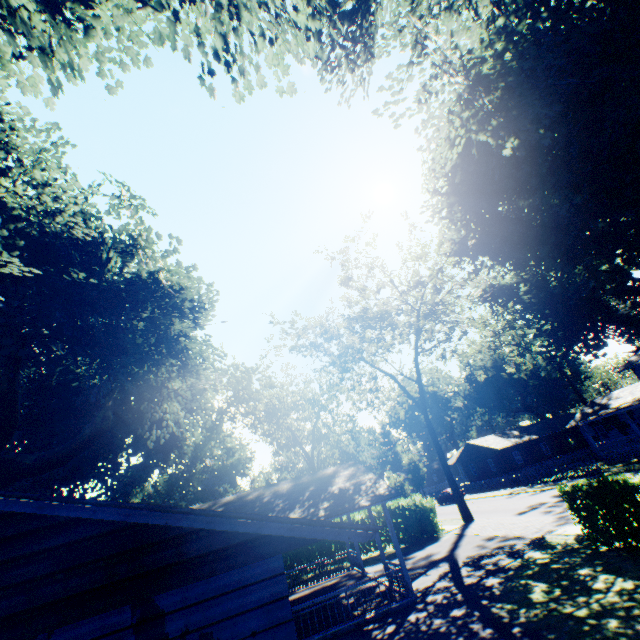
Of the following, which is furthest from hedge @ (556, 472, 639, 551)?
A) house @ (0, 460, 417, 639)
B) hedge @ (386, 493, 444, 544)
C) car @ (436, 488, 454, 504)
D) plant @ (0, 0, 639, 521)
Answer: car @ (436, 488, 454, 504)

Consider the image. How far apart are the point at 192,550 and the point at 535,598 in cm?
1129

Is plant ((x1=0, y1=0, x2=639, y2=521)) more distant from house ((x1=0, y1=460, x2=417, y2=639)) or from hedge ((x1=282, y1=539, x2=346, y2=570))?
hedge ((x1=282, y1=539, x2=346, y2=570))

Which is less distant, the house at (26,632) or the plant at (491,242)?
the house at (26,632)

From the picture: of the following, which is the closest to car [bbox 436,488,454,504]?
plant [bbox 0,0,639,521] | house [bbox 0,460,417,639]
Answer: plant [bbox 0,0,639,521]

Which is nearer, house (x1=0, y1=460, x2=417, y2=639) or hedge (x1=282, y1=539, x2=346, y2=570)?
house (x1=0, y1=460, x2=417, y2=639)

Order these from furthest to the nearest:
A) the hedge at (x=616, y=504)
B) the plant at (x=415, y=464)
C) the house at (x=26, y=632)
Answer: the plant at (x=415, y=464)
the hedge at (x=616, y=504)
the house at (x=26, y=632)

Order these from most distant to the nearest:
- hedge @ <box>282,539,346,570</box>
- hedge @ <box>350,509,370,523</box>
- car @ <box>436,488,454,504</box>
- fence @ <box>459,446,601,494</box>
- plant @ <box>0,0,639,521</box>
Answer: car @ <box>436,488,454,504</box>
fence @ <box>459,446,601,494</box>
hedge @ <box>350,509,370,523</box>
hedge @ <box>282,539,346,570</box>
plant @ <box>0,0,639,521</box>
